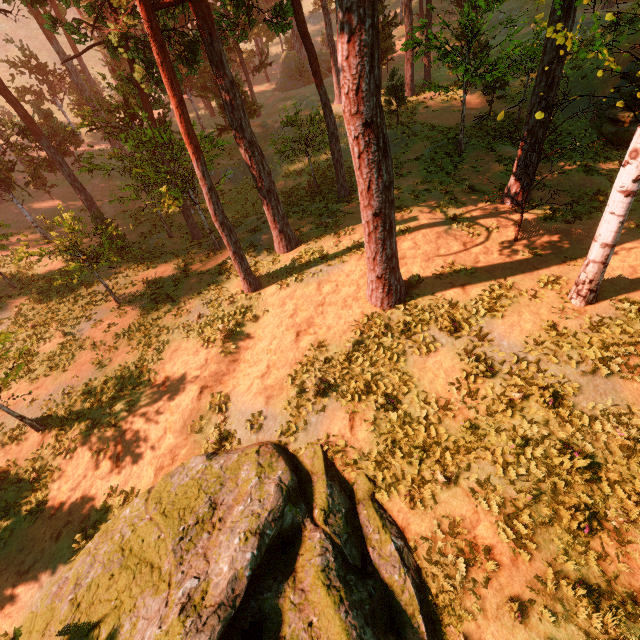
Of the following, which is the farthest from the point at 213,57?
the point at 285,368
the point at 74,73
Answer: the point at 74,73

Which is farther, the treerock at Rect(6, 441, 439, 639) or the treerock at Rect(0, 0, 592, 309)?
the treerock at Rect(0, 0, 592, 309)

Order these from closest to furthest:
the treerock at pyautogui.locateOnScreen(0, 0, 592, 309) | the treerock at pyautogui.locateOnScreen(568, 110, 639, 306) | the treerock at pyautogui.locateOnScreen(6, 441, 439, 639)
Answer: the treerock at pyautogui.locateOnScreen(6, 441, 439, 639) → the treerock at pyautogui.locateOnScreen(568, 110, 639, 306) → the treerock at pyautogui.locateOnScreen(0, 0, 592, 309)

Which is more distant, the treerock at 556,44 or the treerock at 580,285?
the treerock at 556,44

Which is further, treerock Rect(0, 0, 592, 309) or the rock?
the rock

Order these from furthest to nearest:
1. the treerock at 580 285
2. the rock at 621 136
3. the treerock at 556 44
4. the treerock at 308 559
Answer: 1. the rock at 621 136
2. the treerock at 556 44
3. the treerock at 580 285
4. the treerock at 308 559
